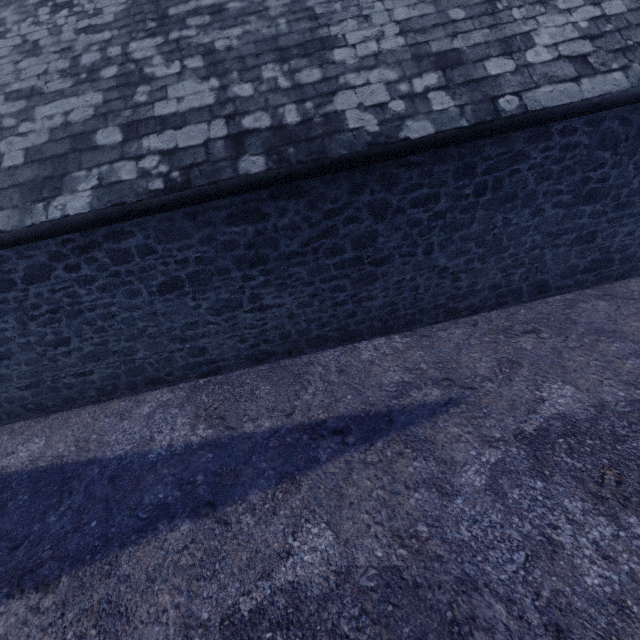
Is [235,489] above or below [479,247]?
below
